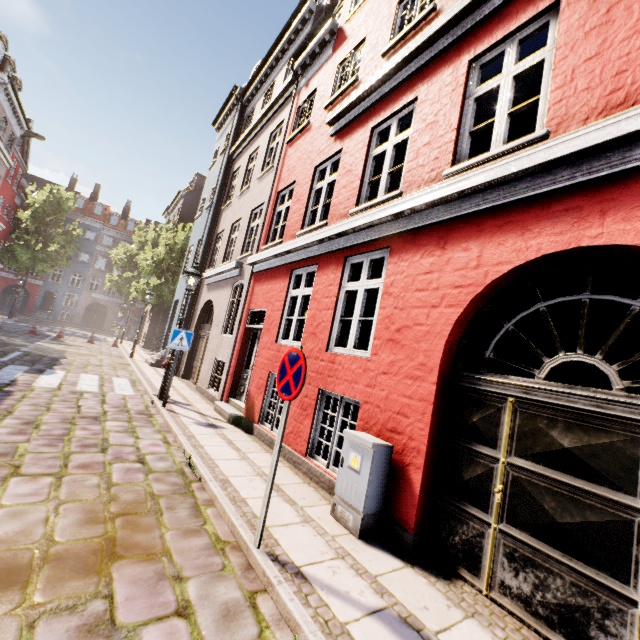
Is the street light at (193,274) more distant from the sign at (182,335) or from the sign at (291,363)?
the sign at (291,363)

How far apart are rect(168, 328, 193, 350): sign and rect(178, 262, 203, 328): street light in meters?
1.0

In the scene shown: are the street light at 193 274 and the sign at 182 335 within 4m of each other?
yes

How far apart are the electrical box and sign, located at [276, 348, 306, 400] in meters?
1.2

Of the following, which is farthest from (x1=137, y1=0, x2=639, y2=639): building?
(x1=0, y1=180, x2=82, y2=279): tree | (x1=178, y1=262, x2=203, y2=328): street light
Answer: (x1=0, y1=180, x2=82, y2=279): tree

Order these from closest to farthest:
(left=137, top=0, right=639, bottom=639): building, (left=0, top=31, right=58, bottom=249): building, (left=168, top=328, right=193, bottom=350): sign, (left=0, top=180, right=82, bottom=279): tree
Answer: (left=137, top=0, right=639, bottom=639): building, (left=168, top=328, right=193, bottom=350): sign, (left=0, top=31, right=58, bottom=249): building, (left=0, top=180, right=82, bottom=279): tree

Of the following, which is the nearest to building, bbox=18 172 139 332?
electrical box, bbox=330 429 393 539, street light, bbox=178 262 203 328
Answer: electrical box, bbox=330 429 393 539

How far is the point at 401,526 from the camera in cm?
369
